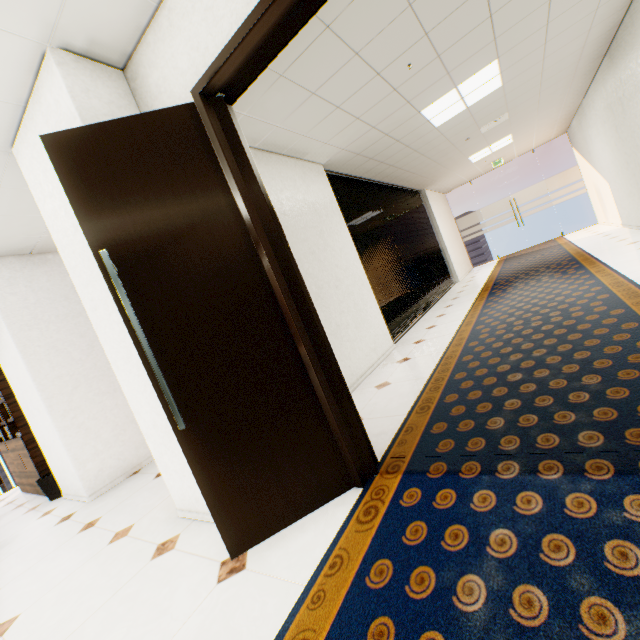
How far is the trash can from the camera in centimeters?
432cm

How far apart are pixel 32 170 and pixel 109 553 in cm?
283

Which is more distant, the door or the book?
the book

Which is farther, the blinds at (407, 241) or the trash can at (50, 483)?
the blinds at (407, 241)

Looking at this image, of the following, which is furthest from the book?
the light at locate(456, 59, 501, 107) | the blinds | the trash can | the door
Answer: the light at locate(456, 59, 501, 107)

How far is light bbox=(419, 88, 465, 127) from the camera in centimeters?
431cm

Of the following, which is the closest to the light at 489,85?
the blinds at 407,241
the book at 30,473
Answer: the blinds at 407,241
